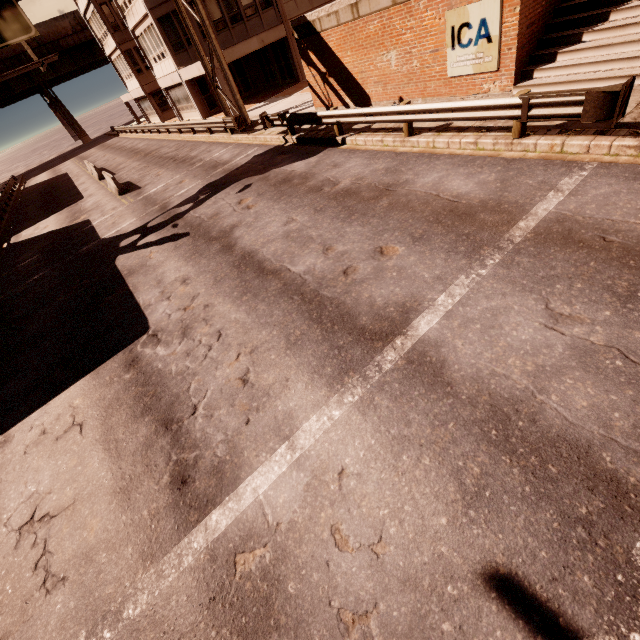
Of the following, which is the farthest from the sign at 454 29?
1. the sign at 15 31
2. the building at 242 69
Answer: Answer: the building at 242 69

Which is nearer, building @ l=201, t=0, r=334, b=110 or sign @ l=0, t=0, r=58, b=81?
sign @ l=0, t=0, r=58, b=81

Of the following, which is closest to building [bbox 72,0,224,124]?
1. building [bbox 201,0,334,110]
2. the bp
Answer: building [bbox 201,0,334,110]

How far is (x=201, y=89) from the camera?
28.5 meters

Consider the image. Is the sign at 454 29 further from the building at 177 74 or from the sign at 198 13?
the building at 177 74

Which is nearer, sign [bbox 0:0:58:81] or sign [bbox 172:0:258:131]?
sign [bbox 0:0:58:81]

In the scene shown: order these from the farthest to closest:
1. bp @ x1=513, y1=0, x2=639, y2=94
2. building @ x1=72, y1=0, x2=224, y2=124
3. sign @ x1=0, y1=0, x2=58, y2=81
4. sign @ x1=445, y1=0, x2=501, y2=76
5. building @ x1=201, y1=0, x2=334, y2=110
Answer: building @ x1=72, y1=0, x2=224, y2=124 < building @ x1=201, y1=0, x2=334, y2=110 < sign @ x1=0, y1=0, x2=58, y2=81 < sign @ x1=445, y1=0, x2=501, y2=76 < bp @ x1=513, y1=0, x2=639, y2=94

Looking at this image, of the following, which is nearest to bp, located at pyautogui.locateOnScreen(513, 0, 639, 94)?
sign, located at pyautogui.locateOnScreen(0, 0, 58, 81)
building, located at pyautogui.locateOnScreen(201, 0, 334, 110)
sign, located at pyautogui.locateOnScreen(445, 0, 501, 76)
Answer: sign, located at pyautogui.locateOnScreen(445, 0, 501, 76)
